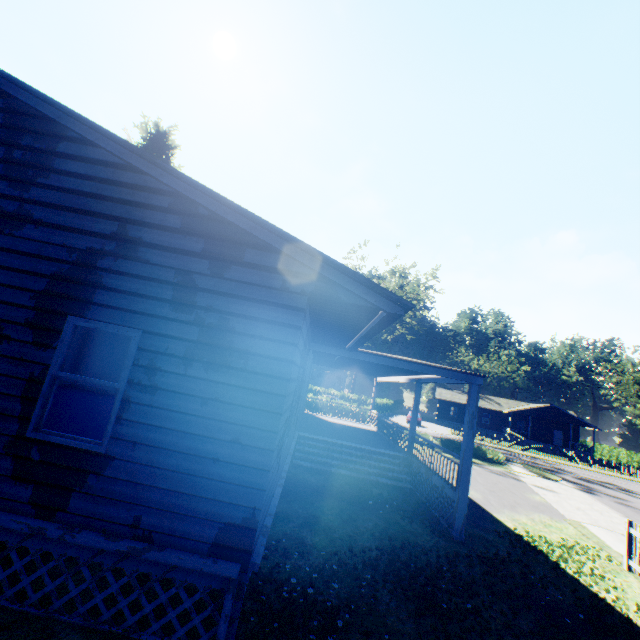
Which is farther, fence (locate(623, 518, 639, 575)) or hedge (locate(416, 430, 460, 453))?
hedge (locate(416, 430, 460, 453))

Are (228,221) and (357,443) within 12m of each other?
no

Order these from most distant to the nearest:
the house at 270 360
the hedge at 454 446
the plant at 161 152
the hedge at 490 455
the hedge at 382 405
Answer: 1. the hedge at 382 405
2. the plant at 161 152
3. the hedge at 454 446
4. the hedge at 490 455
5. the house at 270 360

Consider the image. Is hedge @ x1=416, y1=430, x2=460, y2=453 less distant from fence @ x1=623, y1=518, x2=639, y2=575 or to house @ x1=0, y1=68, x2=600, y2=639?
house @ x1=0, y1=68, x2=600, y2=639

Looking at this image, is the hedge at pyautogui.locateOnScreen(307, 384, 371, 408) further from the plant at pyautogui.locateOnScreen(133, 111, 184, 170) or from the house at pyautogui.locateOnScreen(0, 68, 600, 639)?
the plant at pyautogui.locateOnScreen(133, 111, 184, 170)

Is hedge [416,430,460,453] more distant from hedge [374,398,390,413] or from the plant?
the plant

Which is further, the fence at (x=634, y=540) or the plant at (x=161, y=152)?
the plant at (x=161, y=152)

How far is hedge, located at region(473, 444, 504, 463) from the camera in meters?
23.8 m
